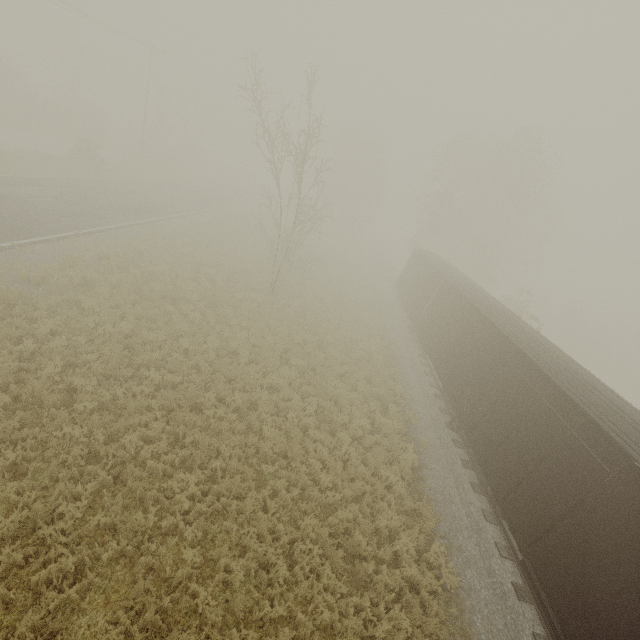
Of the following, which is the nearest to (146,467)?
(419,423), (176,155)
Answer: (419,423)
